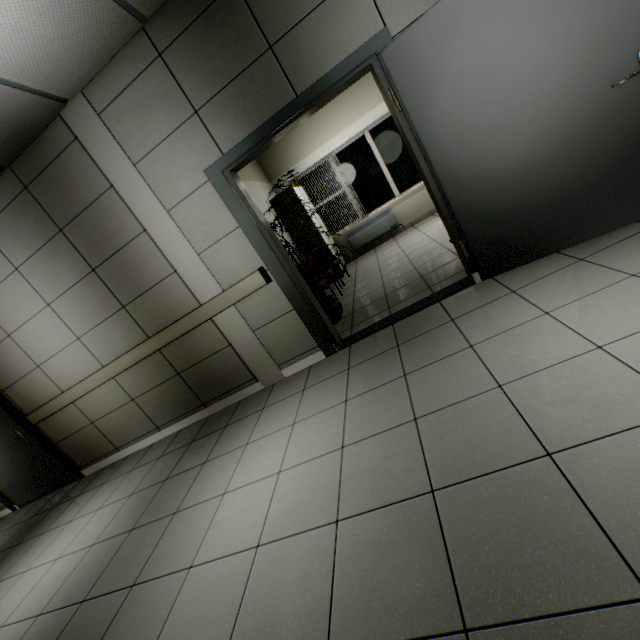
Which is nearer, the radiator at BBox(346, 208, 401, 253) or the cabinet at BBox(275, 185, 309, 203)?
the cabinet at BBox(275, 185, 309, 203)

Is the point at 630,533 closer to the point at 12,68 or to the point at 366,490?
the point at 366,490

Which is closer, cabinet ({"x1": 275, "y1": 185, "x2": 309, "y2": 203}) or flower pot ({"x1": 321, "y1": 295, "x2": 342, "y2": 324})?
flower pot ({"x1": 321, "y1": 295, "x2": 342, "y2": 324})

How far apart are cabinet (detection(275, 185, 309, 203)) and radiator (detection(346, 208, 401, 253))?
0.4 meters

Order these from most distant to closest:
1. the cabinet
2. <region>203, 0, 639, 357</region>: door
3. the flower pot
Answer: the cabinet, the flower pot, <region>203, 0, 639, 357</region>: door

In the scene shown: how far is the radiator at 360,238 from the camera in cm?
752

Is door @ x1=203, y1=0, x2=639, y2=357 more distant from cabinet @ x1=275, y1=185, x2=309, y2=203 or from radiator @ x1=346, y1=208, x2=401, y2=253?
radiator @ x1=346, y1=208, x2=401, y2=253

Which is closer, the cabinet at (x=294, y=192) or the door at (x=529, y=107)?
the door at (x=529, y=107)
